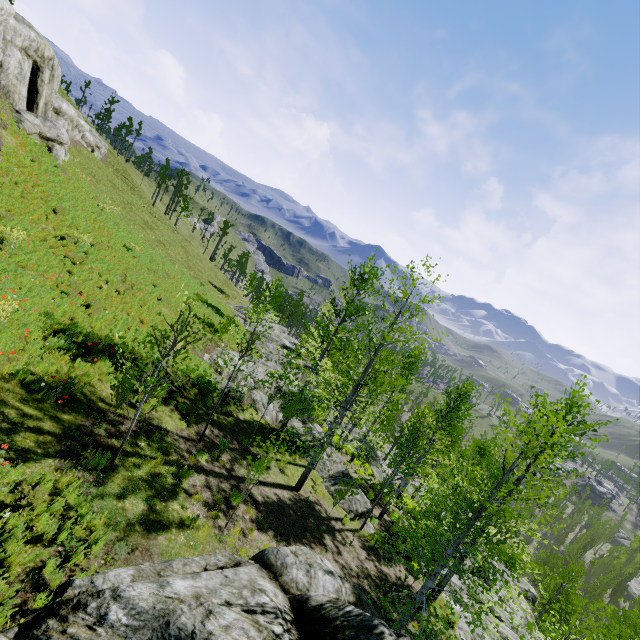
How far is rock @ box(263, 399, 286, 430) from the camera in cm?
1859

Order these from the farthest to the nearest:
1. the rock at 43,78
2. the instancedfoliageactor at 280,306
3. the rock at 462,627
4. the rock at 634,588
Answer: the rock at 634,588, the rock at 43,78, the rock at 462,627, the instancedfoliageactor at 280,306

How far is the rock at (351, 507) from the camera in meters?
15.9

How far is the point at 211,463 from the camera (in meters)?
10.66

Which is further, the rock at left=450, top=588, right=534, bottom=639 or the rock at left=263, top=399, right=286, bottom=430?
the rock at left=263, top=399, right=286, bottom=430

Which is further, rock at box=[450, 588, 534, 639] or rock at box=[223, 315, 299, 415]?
rock at box=[223, 315, 299, 415]

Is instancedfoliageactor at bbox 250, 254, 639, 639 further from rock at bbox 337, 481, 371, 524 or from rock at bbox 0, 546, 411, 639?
rock at bbox 0, 546, 411, 639

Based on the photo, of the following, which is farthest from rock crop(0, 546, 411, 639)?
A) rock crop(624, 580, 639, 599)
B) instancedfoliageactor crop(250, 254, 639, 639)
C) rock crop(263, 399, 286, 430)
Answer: rock crop(624, 580, 639, 599)
